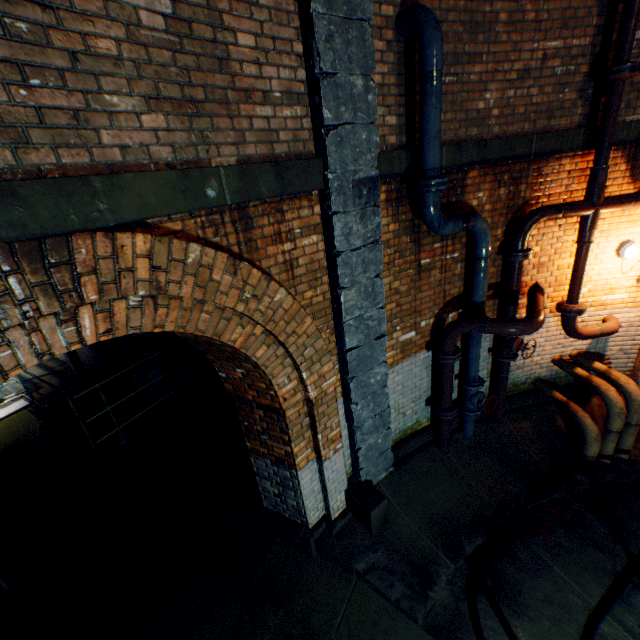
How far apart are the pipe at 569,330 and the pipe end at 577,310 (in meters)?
0.01

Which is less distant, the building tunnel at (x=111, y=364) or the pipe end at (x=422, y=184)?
the pipe end at (x=422, y=184)

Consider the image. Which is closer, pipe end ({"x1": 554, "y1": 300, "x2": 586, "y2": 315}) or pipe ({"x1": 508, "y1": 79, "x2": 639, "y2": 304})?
pipe ({"x1": 508, "y1": 79, "x2": 639, "y2": 304})

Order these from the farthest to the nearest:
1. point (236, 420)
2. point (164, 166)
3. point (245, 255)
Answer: point (236, 420)
point (245, 255)
point (164, 166)

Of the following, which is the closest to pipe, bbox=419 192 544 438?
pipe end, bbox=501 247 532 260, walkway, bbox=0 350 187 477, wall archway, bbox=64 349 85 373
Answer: pipe end, bbox=501 247 532 260

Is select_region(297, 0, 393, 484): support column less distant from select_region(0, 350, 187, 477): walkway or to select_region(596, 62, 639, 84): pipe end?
select_region(596, 62, 639, 84): pipe end

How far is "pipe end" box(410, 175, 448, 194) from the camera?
3.3 meters

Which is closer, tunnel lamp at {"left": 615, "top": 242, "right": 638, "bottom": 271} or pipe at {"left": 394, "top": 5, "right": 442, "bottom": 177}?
pipe at {"left": 394, "top": 5, "right": 442, "bottom": 177}
